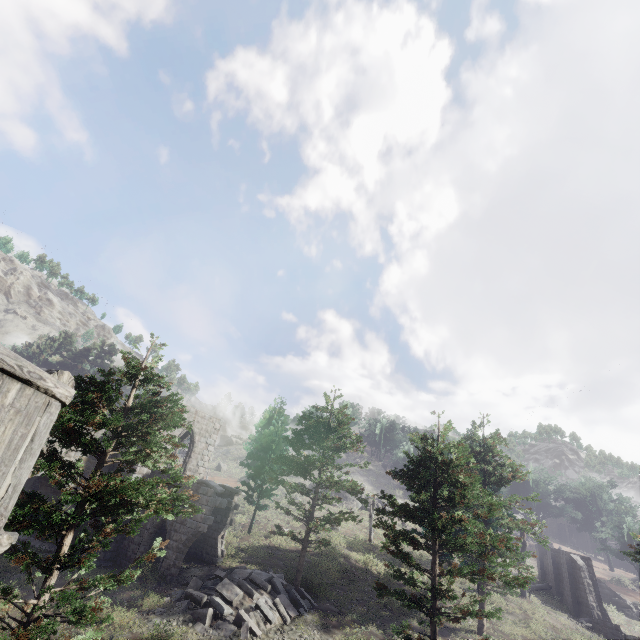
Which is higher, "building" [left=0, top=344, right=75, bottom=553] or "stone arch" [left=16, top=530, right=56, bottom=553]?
"building" [left=0, top=344, right=75, bottom=553]

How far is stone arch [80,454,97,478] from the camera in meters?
20.0 m

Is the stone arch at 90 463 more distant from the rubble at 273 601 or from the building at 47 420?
the rubble at 273 601

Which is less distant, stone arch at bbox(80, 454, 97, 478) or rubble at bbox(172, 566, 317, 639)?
rubble at bbox(172, 566, 317, 639)

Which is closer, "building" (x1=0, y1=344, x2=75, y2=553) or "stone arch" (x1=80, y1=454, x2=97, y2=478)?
"building" (x1=0, y1=344, x2=75, y2=553)

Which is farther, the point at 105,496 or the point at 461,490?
the point at 461,490
